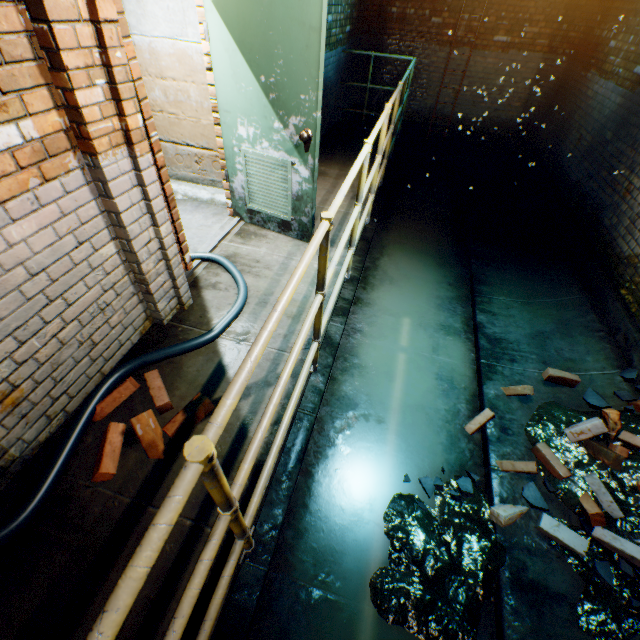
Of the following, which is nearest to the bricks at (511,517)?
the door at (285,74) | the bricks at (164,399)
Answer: the bricks at (164,399)

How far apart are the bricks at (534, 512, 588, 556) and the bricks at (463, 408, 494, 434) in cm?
64

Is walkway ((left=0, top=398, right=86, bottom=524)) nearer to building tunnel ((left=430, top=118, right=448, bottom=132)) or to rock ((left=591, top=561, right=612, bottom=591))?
building tunnel ((left=430, top=118, right=448, bottom=132))

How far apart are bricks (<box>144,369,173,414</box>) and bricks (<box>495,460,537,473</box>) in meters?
2.6 m

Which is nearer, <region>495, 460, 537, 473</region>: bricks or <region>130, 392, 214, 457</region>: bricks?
<region>130, 392, 214, 457</region>: bricks

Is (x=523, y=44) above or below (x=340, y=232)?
above

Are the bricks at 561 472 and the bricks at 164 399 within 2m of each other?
no

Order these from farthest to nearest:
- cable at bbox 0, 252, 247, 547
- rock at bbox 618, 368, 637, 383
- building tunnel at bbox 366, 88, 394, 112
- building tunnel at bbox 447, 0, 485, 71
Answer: building tunnel at bbox 366, 88, 394, 112 < building tunnel at bbox 447, 0, 485, 71 < rock at bbox 618, 368, 637, 383 < cable at bbox 0, 252, 247, 547
